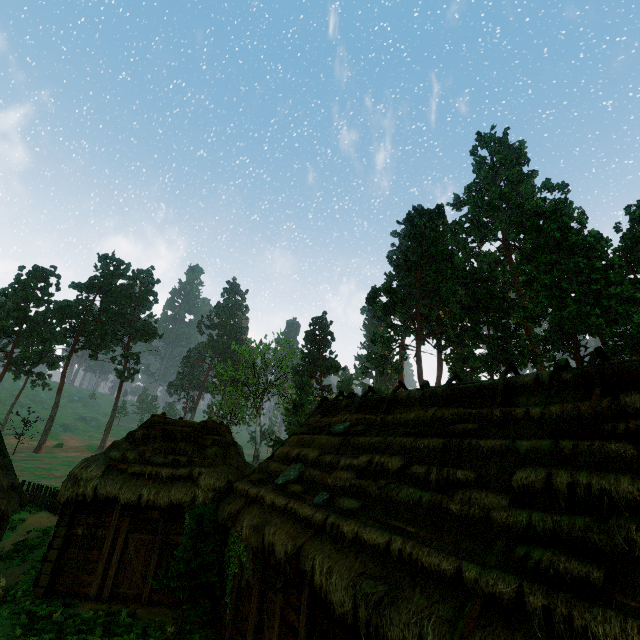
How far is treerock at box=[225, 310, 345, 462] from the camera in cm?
4457

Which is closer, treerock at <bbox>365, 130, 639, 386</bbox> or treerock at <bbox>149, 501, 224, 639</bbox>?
treerock at <bbox>149, 501, 224, 639</bbox>

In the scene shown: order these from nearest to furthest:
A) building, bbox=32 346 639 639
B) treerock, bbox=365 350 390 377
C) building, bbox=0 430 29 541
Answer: building, bbox=32 346 639 639 < building, bbox=0 430 29 541 < treerock, bbox=365 350 390 377

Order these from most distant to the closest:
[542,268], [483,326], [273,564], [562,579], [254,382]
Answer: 1. [254,382]
2. [483,326]
3. [542,268]
4. [273,564]
5. [562,579]

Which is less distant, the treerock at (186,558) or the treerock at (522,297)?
the treerock at (186,558)

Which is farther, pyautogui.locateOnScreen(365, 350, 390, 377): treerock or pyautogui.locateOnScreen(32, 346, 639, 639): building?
pyautogui.locateOnScreen(365, 350, 390, 377): treerock
